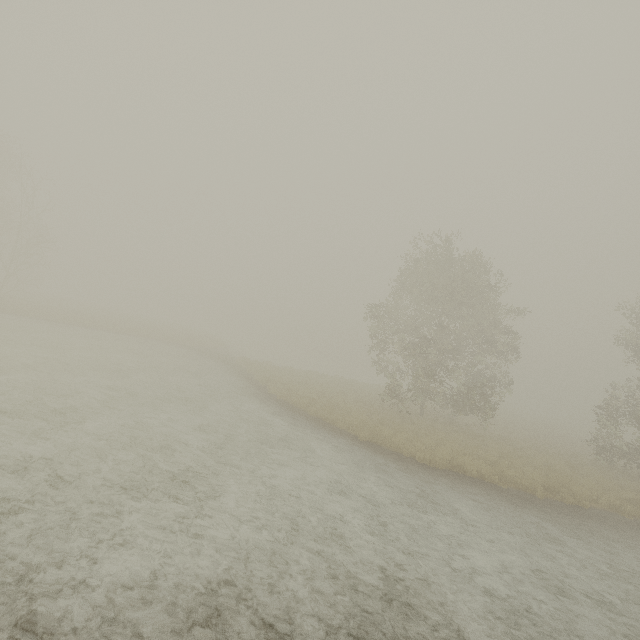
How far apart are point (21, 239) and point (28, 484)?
34.4m
